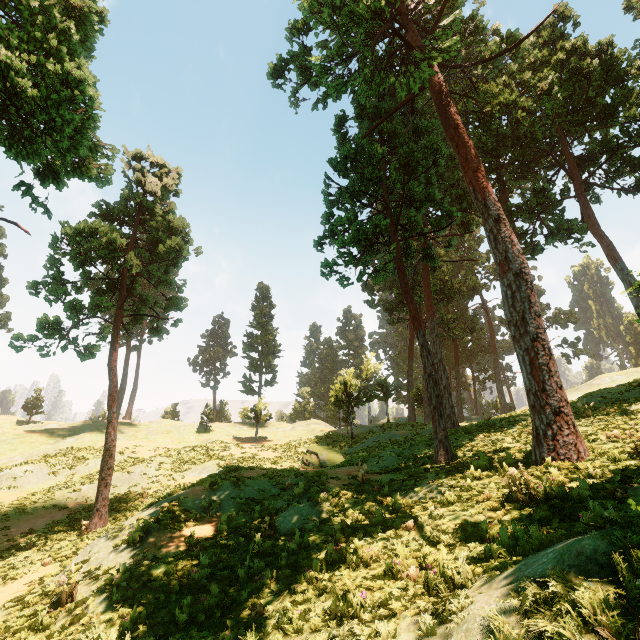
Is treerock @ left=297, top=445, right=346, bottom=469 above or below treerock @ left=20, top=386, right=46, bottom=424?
below

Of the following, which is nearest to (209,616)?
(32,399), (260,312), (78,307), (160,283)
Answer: (78,307)

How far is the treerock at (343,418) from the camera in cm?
3397

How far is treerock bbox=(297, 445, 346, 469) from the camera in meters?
20.4 m

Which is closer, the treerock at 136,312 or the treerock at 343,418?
the treerock at 136,312

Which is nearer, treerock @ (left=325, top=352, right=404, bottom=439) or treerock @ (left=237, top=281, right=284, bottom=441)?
treerock @ (left=325, top=352, right=404, bottom=439)
